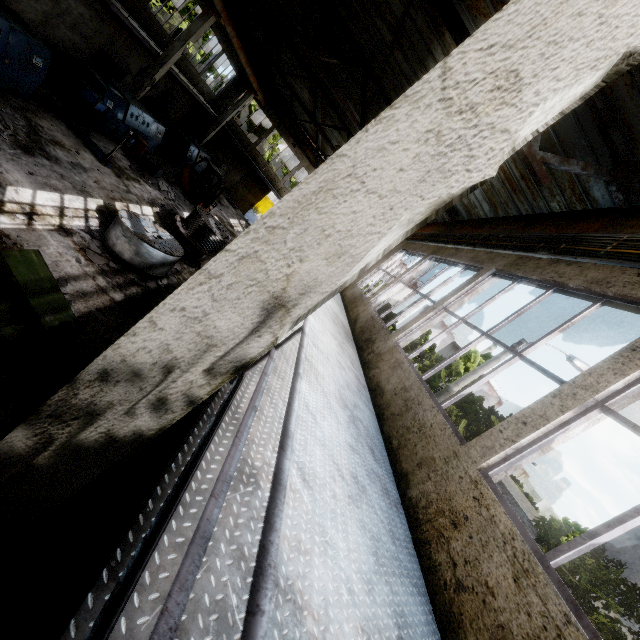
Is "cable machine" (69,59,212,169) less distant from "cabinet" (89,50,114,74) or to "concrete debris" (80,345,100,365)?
"cabinet" (89,50,114,74)

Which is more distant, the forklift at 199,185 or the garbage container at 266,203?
the garbage container at 266,203

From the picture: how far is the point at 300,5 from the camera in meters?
12.2 m

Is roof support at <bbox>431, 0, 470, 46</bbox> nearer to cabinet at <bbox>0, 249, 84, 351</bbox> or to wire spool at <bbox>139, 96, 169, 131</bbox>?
cabinet at <bbox>0, 249, 84, 351</bbox>

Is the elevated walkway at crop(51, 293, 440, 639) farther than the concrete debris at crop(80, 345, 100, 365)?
No

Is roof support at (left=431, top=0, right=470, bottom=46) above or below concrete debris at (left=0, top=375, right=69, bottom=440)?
above

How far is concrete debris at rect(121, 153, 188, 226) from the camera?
14.6 meters

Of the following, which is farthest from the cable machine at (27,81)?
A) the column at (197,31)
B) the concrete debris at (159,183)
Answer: the column at (197,31)
